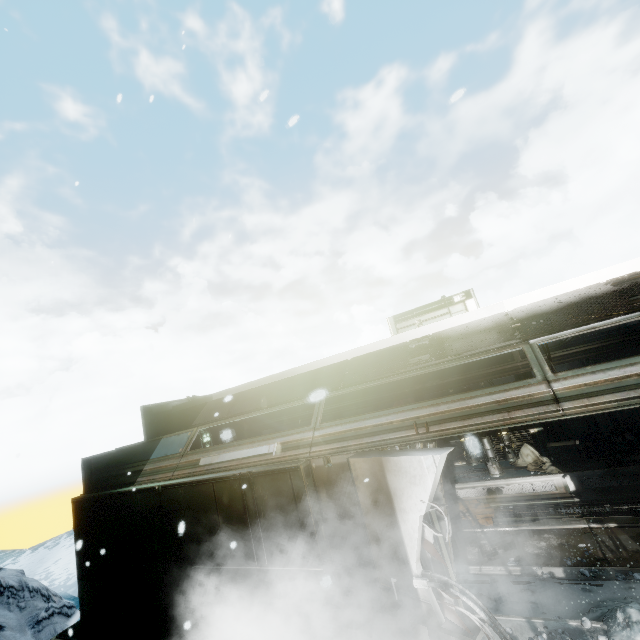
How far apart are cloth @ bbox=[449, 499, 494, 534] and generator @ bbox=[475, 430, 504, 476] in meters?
1.0

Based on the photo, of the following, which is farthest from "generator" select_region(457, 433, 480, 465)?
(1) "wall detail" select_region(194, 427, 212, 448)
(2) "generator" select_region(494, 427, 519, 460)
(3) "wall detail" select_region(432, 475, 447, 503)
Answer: (1) "wall detail" select_region(194, 427, 212, 448)

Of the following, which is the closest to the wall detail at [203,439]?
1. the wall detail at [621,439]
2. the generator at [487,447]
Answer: the generator at [487,447]

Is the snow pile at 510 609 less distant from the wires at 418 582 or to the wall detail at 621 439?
the wires at 418 582

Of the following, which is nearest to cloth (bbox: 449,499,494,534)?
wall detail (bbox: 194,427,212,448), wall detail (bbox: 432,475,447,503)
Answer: wall detail (bbox: 432,475,447,503)

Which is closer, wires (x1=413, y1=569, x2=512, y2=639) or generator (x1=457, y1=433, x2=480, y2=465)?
wires (x1=413, y1=569, x2=512, y2=639)

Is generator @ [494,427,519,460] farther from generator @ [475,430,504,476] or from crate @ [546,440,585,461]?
crate @ [546,440,585,461]

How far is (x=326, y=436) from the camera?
5.4m
